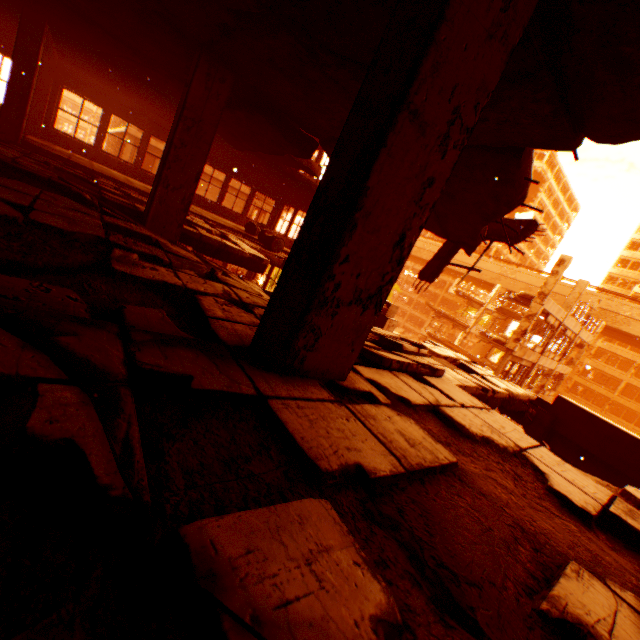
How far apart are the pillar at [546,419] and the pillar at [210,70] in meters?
8.1

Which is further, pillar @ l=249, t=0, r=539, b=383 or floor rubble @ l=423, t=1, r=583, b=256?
A: floor rubble @ l=423, t=1, r=583, b=256

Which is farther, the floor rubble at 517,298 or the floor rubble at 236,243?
the floor rubble at 517,298

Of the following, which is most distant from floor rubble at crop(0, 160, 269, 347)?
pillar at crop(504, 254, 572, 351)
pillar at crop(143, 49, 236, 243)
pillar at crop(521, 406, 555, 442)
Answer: pillar at crop(504, 254, 572, 351)

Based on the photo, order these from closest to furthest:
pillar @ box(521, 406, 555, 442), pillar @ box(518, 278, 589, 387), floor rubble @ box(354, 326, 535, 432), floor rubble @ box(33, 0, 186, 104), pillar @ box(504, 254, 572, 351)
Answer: floor rubble @ box(354, 326, 535, 432) < floor rubble @ box(33, 0, 186, 104) < pillar @ box(521, 406, 555, 442) < pillar @ box(504, 254, 572, 351) < pillar @ box(518, 278, 589, 387)

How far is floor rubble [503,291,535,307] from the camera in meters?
19.0 m

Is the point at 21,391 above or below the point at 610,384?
below

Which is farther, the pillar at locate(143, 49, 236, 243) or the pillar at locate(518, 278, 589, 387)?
the pillar at locate(518, 278, 589, 387)
